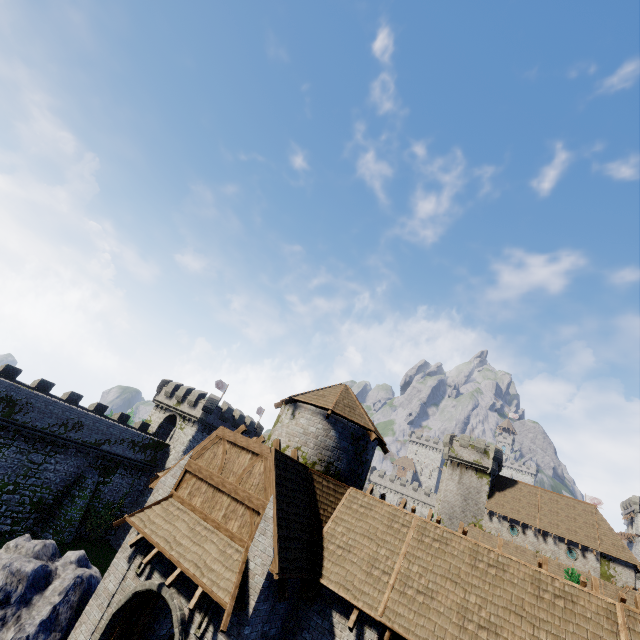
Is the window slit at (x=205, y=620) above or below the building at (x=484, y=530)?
below

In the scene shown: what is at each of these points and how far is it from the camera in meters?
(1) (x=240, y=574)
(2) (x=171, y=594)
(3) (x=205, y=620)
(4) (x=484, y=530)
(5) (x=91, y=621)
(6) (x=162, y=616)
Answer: (1) awning, 9.6
(2) double door, 10.3
(3) window slit, 9.6
(4) building, 41.8
(5) building, 11.1
(6) building, 13.1

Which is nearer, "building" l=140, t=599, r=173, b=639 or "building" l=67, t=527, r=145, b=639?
"building" l=67, t=527, r=145, b=639

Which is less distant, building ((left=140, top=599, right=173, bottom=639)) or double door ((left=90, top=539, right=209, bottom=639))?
double door ((left=90, top=539, right=209, bottom=639))

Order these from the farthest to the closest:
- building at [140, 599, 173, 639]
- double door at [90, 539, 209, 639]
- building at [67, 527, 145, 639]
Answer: building at [140, 599, 173, 639] → building at [67, 527, 145, 639] → double door at [90, 539, 209, 639]

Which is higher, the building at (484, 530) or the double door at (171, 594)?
the building at (484, 530)

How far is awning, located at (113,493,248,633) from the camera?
9.3m
